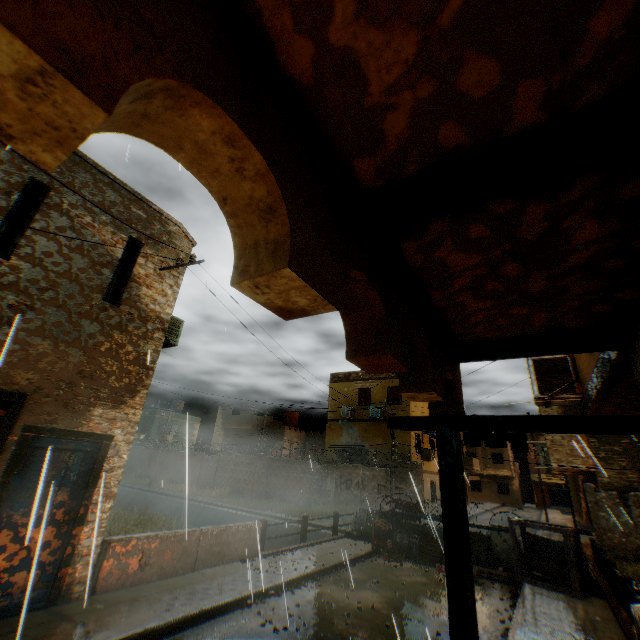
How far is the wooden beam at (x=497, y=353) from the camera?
2.7 meters

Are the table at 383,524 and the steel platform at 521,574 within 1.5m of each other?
no

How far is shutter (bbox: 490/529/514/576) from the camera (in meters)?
11.12

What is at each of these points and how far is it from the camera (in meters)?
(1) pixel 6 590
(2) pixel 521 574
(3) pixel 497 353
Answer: (1) door, 5.33
(2) steel platform, 10.09
(3) wooden beam, 3.15

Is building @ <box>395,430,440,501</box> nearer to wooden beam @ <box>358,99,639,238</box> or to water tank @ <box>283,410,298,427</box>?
wooden beam @ <box>358,99,639,238</box>

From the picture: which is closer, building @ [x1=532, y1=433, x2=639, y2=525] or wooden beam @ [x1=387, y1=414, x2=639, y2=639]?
wooden beam @ [x1=387, y1=414, x2=639, y2=639]

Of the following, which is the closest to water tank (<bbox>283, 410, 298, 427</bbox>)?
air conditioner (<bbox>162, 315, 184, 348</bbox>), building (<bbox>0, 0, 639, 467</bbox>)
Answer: building (<bbox>0, 0, 639, 467</bbox>)

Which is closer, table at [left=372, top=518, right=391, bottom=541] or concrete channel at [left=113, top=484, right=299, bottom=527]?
table at [left=372, top=518, right=391, bottom=541]
